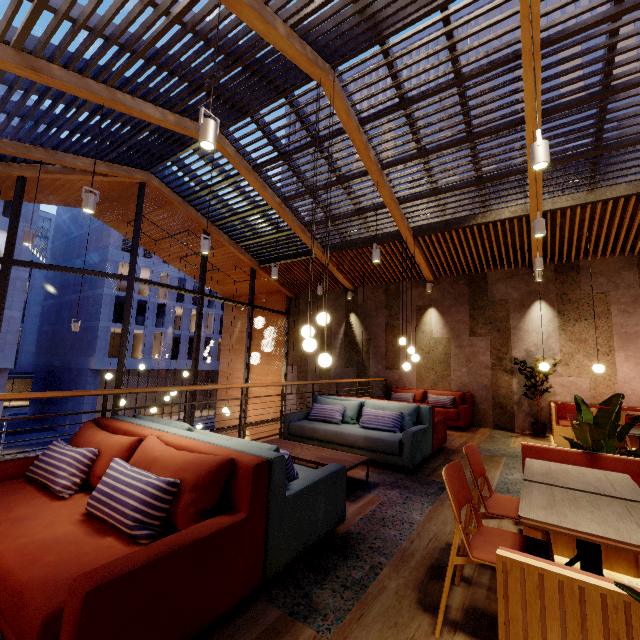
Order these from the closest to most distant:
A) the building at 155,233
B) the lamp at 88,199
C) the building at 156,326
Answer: the lamp at 88,199
the building at 155,233
the building at 156,326

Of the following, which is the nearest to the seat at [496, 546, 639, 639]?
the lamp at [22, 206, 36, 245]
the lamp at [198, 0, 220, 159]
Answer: the lamp at [198, 0, 220, 159]

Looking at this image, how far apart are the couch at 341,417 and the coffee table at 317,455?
0.56m

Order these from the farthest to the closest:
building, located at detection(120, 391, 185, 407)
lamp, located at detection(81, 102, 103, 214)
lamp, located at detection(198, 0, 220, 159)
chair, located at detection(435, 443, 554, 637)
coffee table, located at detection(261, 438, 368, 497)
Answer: building, located at detection(120, 391, 185, 407) → lamp, located at detection(81, 102, 103, 214) → coffee table, located at detection(261, 438, 368, 497) → lamp, located at detection(198, 0, 220, 159) → chair, located at detection(435, 443, 554, 637)

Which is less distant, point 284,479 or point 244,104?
point 284,479

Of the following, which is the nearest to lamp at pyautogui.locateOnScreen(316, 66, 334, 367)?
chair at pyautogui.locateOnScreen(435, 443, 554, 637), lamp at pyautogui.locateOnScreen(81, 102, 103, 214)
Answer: chair at pyautogui.locateOnScreen(435, 443, 554, 637)

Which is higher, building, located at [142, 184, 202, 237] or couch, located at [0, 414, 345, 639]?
building, located at [142, 184, 202, 237]

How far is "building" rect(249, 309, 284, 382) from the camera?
12.7 meters
